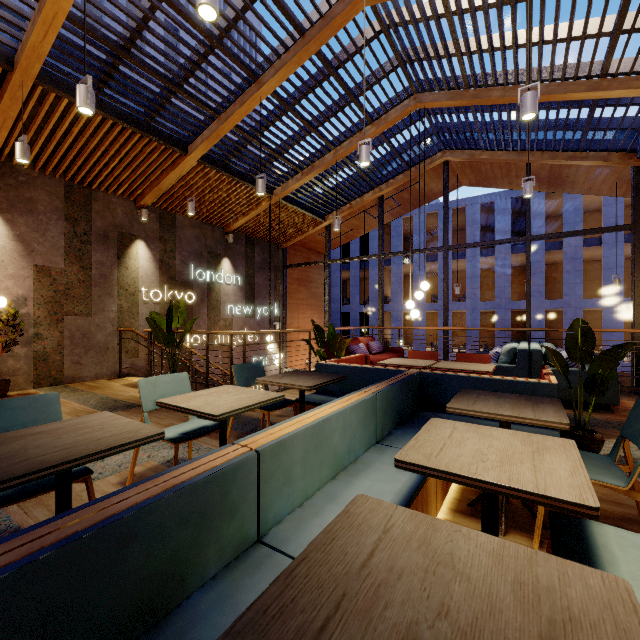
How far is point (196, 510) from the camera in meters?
1.0

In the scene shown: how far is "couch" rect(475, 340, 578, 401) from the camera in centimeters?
486cm

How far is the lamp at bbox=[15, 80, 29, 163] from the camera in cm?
443

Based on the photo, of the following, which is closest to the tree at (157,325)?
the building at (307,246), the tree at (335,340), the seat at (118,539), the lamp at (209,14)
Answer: the tree at (335,340)

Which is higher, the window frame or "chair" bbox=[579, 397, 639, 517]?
the window frame

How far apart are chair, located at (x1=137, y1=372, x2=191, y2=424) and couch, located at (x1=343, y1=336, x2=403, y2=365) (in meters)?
4.29

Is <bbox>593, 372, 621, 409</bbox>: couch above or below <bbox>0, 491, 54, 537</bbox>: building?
above

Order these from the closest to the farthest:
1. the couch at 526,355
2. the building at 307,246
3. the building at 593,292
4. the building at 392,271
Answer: the couch at 526,355 → the building at 307,246 → the building at 593,292 → the building at 392,271
